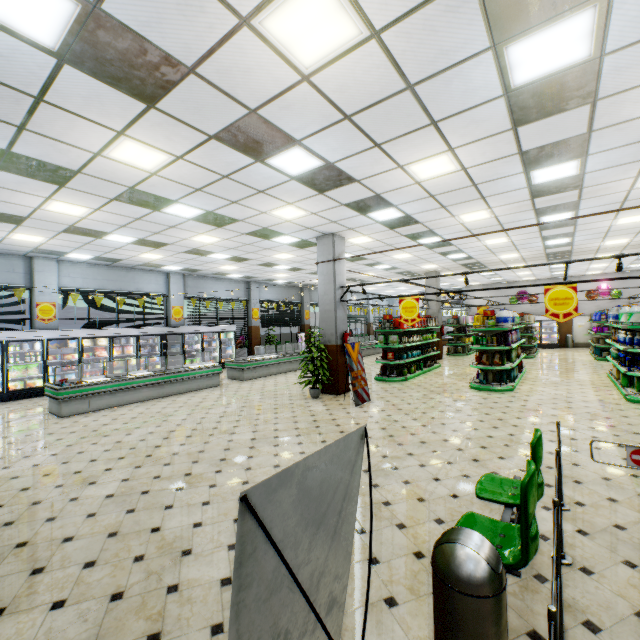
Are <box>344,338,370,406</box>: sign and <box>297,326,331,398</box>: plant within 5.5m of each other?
yes

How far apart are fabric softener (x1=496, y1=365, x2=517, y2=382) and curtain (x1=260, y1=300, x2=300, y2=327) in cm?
1391

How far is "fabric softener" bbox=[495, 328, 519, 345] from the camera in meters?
10.0 m

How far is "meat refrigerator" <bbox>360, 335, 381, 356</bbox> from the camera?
20.8 meters

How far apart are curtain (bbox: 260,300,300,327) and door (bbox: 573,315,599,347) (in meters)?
19.15

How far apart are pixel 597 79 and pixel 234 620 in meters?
5.9 m

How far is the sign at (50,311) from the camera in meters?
11.7 m

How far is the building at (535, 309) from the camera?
23.5m
